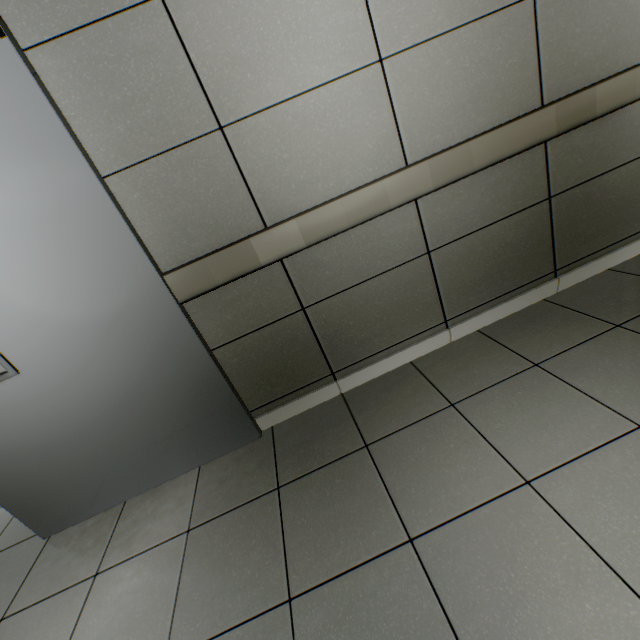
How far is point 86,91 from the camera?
1.3 meters
